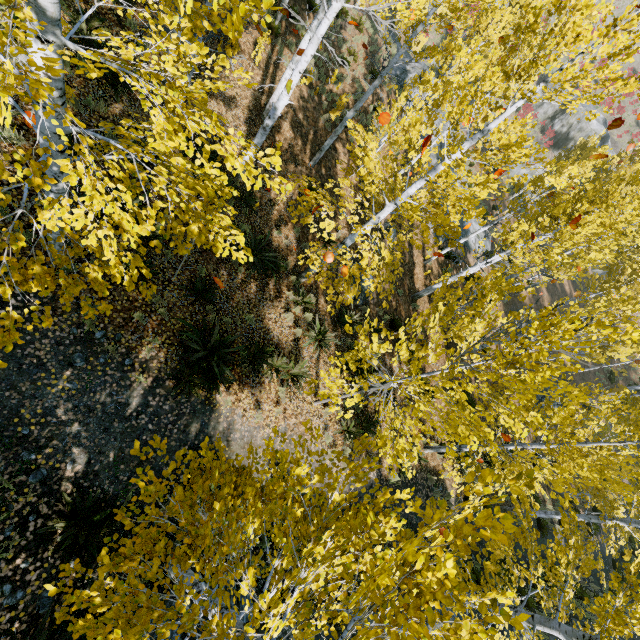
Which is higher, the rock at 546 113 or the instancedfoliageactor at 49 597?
the rock at 546 113

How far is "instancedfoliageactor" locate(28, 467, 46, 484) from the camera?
4.8 meters

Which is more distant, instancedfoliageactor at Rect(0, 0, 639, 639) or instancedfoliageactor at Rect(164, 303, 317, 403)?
instancedfoliageactor at Rect(164, 303, 317, 403)

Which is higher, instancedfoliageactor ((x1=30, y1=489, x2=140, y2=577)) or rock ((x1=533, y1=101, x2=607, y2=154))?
rock ((x1=533, y1=101, x2=607, y2=154))

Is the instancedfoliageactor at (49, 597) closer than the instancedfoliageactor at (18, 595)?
Yes

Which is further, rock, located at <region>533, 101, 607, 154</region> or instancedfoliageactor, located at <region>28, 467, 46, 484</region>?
rock, located at <region>533, 101, 607, 154</region>

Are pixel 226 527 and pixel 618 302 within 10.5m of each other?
no
